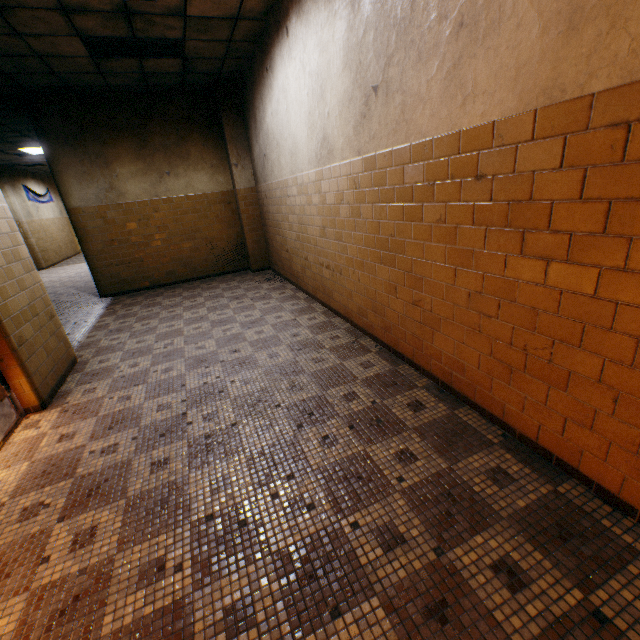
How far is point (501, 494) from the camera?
1.9 meters

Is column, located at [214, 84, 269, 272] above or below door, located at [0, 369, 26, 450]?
above

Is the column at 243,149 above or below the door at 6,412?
above

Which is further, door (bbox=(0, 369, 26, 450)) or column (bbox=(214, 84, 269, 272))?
column (bbox=(214, 84, 269, 272))

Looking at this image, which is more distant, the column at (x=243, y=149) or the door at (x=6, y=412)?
the column at (x=243, y=149)

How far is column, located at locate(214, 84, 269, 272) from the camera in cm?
682
